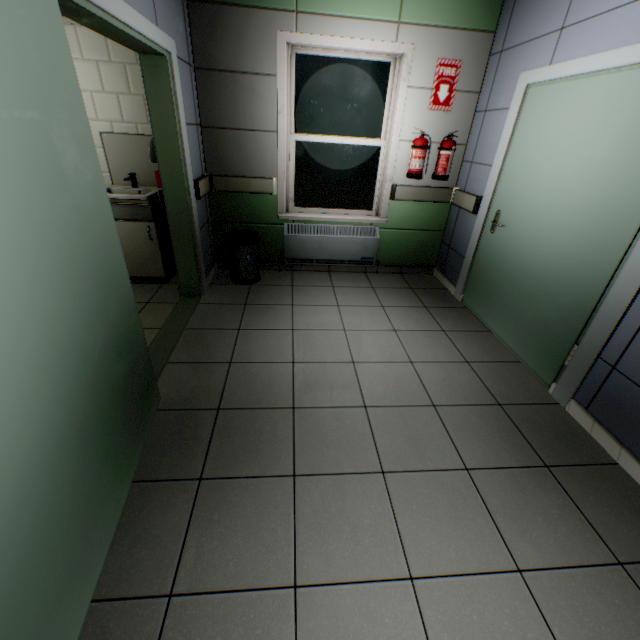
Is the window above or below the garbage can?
above

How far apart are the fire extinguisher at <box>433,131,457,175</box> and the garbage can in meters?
2.1 m

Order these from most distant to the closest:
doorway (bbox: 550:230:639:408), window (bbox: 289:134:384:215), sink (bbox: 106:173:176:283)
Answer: window (bbox: 289:134:384:215) → sink (bbox: 106:173:176:283) → doorway (bbox: 550:230:639:408)

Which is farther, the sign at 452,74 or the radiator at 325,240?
the radiator at 325,240

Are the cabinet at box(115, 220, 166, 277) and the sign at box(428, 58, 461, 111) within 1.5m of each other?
no

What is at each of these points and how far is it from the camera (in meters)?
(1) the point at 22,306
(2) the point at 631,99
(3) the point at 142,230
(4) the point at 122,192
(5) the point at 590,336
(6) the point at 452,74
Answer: (1) door, 0.94
(2) door, 1.92
(3) cabinet, 3.36
(4) sink, 3.48
(5) doorway, 2.15
(6) sign, 3.35

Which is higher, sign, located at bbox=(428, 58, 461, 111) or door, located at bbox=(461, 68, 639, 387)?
sign, located at bbox=(428, 58, 461, 111)

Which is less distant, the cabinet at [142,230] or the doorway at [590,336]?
the doorway at [590,336]
